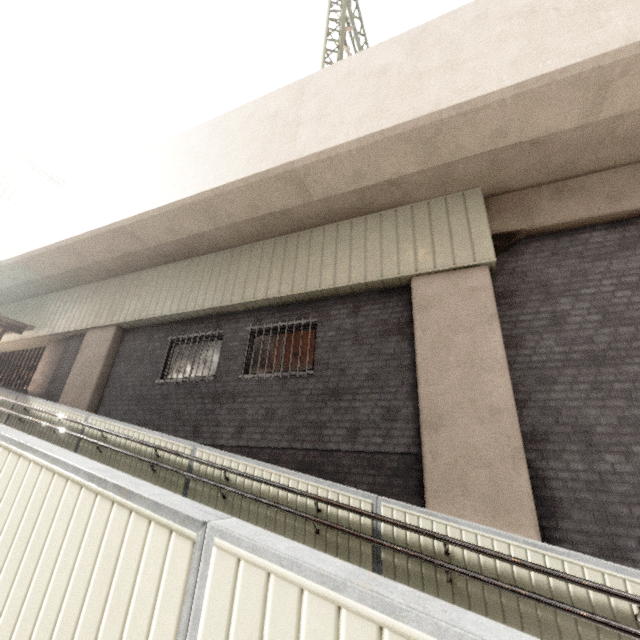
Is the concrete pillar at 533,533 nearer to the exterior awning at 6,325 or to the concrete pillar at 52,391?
the concrete pillar at 52,391

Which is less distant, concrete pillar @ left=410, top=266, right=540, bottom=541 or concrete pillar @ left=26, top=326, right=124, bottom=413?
concrete pillar @ left=410, top=266, right=540, bottom=541

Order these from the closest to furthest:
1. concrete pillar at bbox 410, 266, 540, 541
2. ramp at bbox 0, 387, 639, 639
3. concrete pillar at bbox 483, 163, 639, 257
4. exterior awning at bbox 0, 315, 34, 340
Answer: ramp at bbox 0, 387, 639, 639 < concrete pillar at bbox 410, 266, 540, 541 < concrete pillar at bbox 483, 163, 639, 257 < exterior awning at bbox 0, 315, 34, 340

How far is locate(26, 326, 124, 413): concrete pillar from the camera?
8.9m

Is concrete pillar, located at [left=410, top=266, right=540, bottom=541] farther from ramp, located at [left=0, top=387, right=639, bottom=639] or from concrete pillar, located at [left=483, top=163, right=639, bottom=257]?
ramp, located at [left=0, top=387, right=639, bottom=639]

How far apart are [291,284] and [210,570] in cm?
632

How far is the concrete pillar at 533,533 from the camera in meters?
4.4

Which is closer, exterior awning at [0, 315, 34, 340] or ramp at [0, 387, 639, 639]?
→ ramp at [0, 387, 639, 639]
